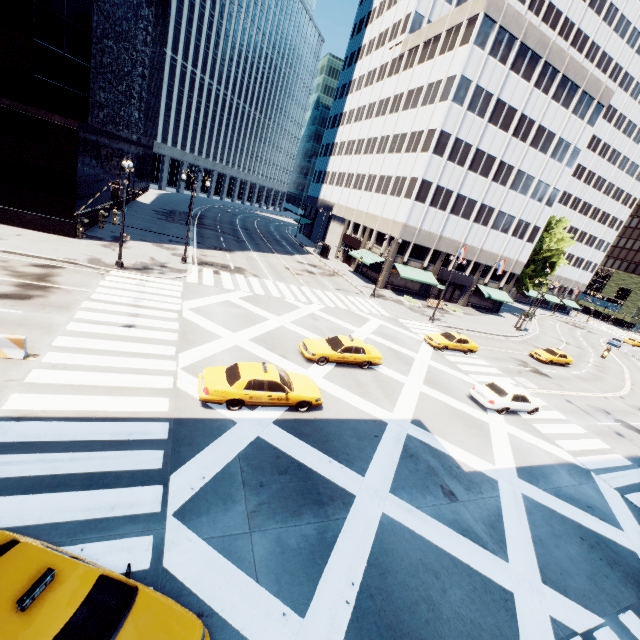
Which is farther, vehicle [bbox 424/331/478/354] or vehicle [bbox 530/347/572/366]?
vehicle [bbox 530/347/572/366]

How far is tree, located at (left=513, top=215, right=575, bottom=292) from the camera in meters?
54.1

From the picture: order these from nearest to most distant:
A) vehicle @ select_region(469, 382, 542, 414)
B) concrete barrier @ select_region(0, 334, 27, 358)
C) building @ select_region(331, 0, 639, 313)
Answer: concrete barrier @ select_region(0, 334, 27, 358) → vehicle @ select_region(469, 382, 542, 414) → building @ select_region(331, 0, 639, 313)

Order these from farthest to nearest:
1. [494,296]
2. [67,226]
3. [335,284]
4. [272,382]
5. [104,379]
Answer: [494,296] < [335,284] < [67,226] < [272,382] < [104,379]

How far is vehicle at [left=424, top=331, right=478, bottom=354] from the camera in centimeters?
2704cm

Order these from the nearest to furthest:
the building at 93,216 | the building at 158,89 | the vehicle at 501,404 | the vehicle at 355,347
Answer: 1. the vehicle at 355,347
2. the vehicle at 501,404
3. the building at 158,89
4. the building at 93,216

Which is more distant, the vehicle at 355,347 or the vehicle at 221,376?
the vehicle at 355,347

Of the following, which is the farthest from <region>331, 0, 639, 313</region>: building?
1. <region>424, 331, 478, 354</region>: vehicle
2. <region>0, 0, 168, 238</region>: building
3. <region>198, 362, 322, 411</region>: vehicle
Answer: <region>0, 0, 168, 238</region>: building
